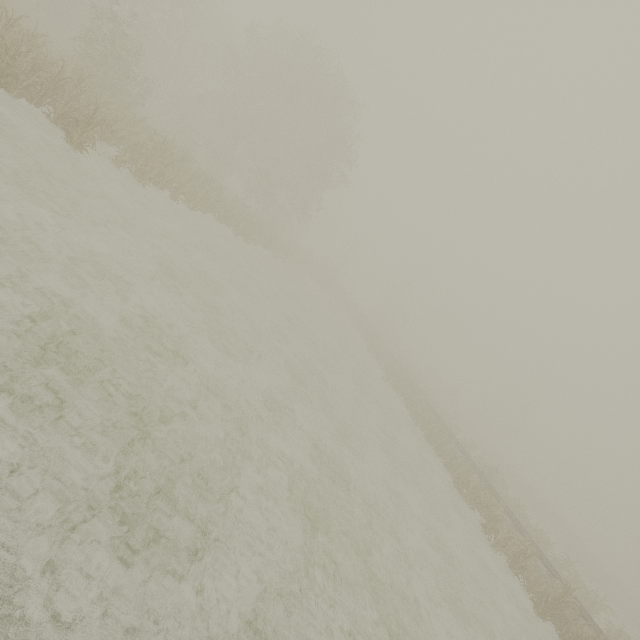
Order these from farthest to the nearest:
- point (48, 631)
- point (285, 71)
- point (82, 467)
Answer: point (285, 71) → point (82, 467) → point (48, 631)
